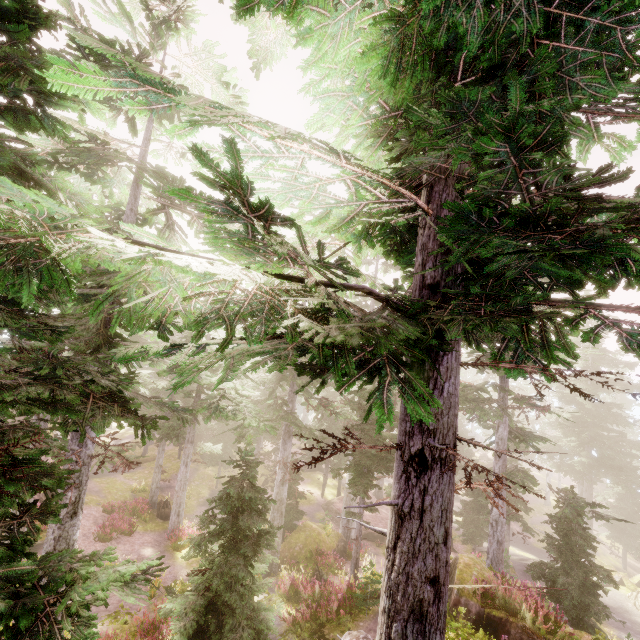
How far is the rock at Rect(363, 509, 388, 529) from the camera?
29.3m

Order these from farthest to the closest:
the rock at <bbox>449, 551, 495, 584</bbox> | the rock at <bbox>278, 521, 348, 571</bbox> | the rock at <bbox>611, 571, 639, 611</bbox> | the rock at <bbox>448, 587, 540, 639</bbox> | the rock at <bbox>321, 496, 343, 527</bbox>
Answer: the rock at <bbox>321, 496, 343, 527</bbox> → the rock at <bbox>611, 571, 639, 611</bbox> → the rock at <bbox>278, 521, 348, 571</bbox> → the rock at <bbox>449, 551, 495, 584</bbox> → the rock at <bbox>448, 587, 540, 639</bbox>

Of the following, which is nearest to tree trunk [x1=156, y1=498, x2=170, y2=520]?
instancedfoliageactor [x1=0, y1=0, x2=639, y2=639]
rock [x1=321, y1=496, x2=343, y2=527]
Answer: instancedfoliageactor [x1=0, y1=0, x2=639, y2=639]

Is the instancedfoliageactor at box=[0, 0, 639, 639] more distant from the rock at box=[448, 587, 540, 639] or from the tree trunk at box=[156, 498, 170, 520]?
the tree trunk at box=[156, 498, 170, 520]

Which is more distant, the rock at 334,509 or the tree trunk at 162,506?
the rock at 334,509

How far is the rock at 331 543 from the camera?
19.6m

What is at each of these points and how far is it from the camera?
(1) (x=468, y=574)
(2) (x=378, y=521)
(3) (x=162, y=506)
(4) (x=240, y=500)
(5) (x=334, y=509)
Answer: (1) rock, 12.2m
(2) rock, 30.1m
(3) tree trunk, 25.0m
(4) instancedfoliageactor, 8.7m
(5) rock, 31.6m

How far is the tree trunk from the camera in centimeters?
2481cm
